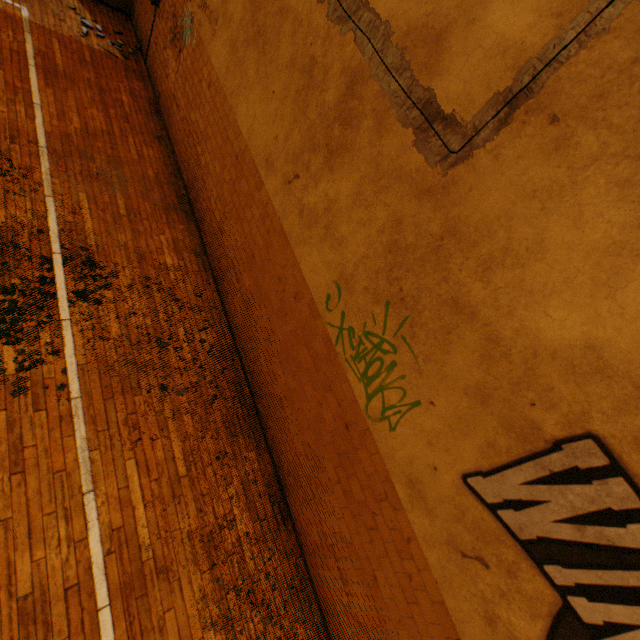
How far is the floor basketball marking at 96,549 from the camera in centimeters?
294cm

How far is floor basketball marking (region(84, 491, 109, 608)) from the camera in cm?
294

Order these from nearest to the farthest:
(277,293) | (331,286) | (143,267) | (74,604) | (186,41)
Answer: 1. (74,604)
2. (331,286)
3. (277,293)
4. (143,267)
5. (186,41)
